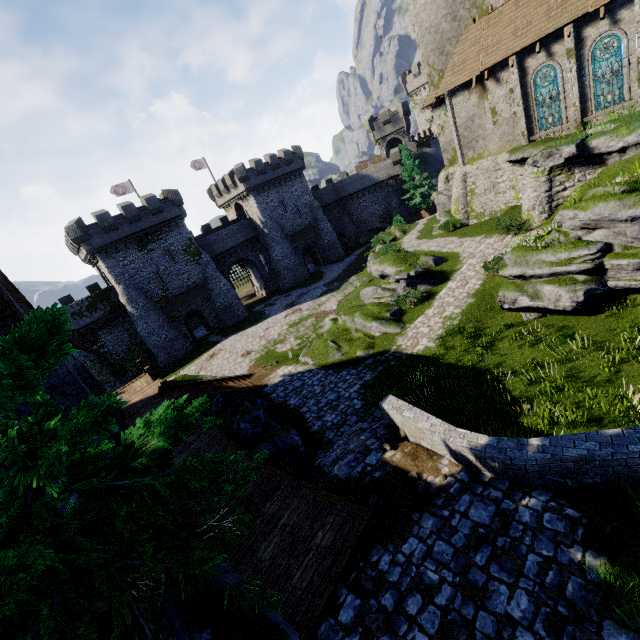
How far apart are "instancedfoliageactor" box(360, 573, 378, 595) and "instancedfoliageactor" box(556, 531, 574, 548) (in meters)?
3.08

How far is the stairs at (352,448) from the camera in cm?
835

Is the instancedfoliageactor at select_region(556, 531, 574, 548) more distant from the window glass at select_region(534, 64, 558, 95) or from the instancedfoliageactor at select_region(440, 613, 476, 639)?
the window glass at select_region(534, 64, 558, 95)

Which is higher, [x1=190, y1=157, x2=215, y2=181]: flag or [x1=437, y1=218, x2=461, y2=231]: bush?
[x1=190, y1=157, x2=215, y2=181]: flag

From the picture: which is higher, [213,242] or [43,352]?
[43,352]

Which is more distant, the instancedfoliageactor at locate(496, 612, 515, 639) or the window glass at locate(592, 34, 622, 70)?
the window glass at locate(592, 34, 622, 70)

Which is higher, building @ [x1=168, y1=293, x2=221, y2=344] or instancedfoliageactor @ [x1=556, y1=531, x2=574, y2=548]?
instancedfoliageactor @ [x1=556, y1=531, x2=574, y2=548]

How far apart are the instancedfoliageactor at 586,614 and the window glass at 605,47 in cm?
2652
